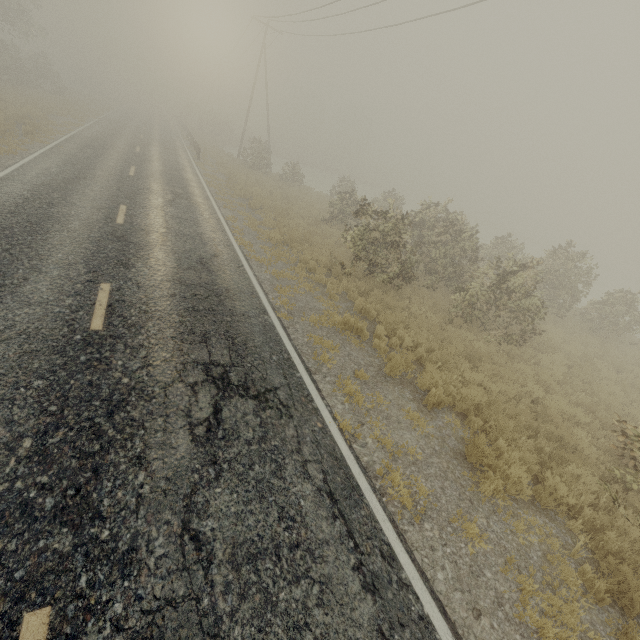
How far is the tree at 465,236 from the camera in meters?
11.2 m

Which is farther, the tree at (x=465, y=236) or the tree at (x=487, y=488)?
the tree at (x=465, y=236)

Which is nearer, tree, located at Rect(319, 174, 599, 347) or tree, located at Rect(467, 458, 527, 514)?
tree, located at Rect(467, 458, 527, 514)

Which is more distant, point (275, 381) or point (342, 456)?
point (275, 381)

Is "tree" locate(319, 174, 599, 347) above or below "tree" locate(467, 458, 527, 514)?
above

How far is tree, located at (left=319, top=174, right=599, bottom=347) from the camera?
11.2m

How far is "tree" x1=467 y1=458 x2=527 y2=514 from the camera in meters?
5.4
